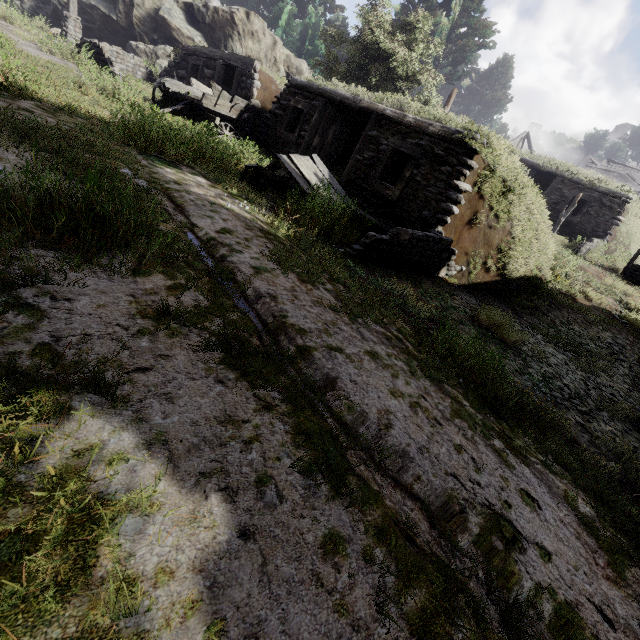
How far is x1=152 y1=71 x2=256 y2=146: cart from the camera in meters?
10.0

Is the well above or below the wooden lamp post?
below

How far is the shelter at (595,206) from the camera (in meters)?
16.05

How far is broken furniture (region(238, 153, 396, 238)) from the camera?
6.39m

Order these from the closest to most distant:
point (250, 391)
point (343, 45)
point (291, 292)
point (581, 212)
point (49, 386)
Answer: point (49, 386)
point (250, 391)
point (291, 292)
point (581, 212)
point (343, 45)

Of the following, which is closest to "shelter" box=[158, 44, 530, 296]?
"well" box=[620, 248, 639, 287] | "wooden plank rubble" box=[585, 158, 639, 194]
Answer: "well" box=[620, 248, 639, 287]

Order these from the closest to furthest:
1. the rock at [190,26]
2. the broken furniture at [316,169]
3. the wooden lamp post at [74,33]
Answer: the broken furniture at [316,169]
the wooden lamp post at [74,33]
the rock at [190,26]

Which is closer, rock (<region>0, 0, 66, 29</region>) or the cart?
the cart
